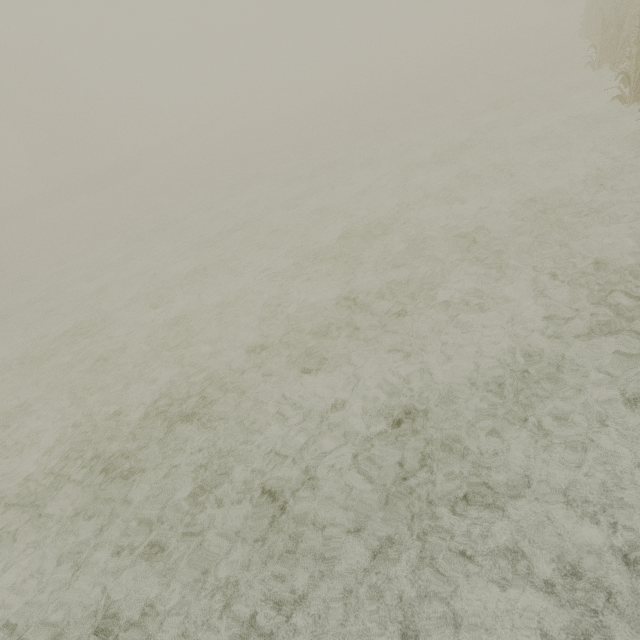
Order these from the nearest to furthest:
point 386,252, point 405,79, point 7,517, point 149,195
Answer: point 7,517
point 386,252
point 149,195
point 405,79
